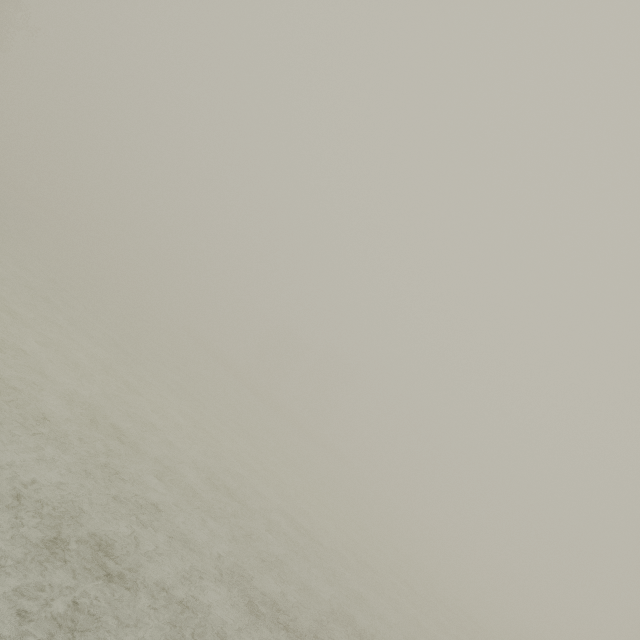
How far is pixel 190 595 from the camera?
7.2m
